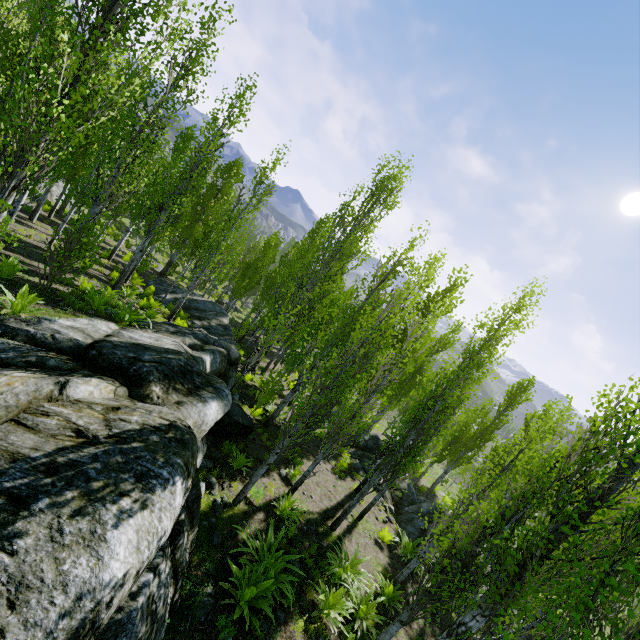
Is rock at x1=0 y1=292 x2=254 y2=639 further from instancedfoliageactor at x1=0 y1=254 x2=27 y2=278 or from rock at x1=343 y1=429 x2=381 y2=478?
rock at x1=343 y1=429 x2=381 y2=478

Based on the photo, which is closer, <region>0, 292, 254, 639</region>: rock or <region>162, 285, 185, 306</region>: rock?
<region>0, 292, 254, 639</region>: rock

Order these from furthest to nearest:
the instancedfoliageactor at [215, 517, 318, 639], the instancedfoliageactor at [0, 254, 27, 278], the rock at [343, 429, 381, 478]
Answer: the rock at [343, 429, 381, 478]
the instancedfoliageactor at [0, 254, 27, 278]
the instancedfoliageactor at [215, 517, 318, 639]

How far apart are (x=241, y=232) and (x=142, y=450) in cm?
1350

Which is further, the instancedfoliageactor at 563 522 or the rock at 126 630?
the instancedfoliageactor at 563 522

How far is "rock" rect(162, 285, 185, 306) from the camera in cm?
2061

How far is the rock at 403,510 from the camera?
14.3 meters

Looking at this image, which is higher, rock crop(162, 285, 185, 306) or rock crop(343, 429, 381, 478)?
rock crop(343, 429, 381, 478)
